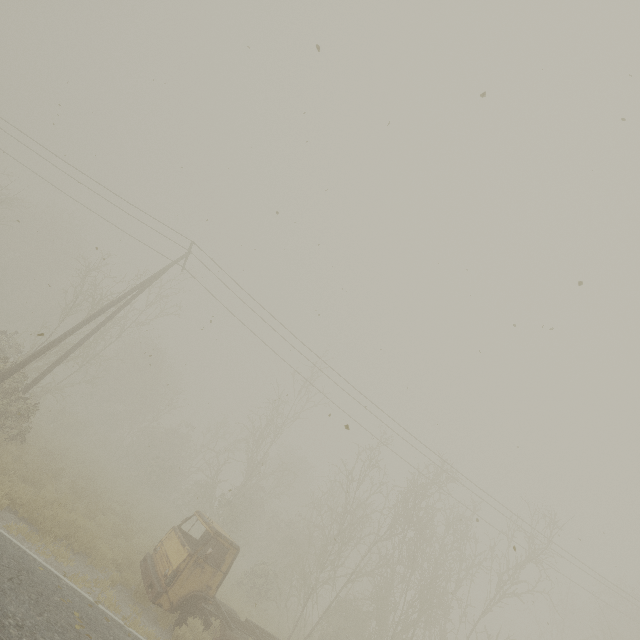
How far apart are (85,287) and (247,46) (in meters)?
64.11
